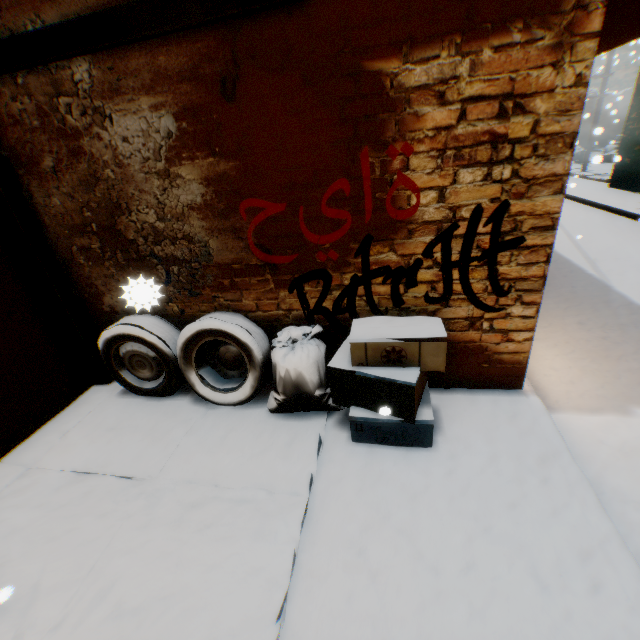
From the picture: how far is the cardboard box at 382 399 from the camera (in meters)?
2.44

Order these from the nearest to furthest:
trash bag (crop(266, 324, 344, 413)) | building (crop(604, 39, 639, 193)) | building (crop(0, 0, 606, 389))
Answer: building (crop(0, 0, 606, 389)) → trash bag (crop(266, 324, 344, 413)) → building (crop(604, 39, 639, 193))

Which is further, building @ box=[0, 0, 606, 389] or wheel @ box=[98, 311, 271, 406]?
wheel @ box=[98, 311, 271, 406]

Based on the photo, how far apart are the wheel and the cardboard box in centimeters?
43cm

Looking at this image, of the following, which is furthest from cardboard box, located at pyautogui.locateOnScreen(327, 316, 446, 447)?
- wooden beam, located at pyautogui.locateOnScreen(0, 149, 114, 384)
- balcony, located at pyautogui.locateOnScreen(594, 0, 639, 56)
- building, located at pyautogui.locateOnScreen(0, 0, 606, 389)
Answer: balcony, located at pyautogui.locateOnScreen(594, 0, 639, 56)

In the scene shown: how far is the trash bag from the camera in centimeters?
288cm

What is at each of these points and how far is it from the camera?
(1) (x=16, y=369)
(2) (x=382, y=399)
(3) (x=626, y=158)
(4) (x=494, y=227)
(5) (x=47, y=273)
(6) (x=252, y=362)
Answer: (1) building, 3.2 meters
(2) cardboard box, 2.6 meters
(3) building, 10.3 meters
(4) building, 2.5 meters
(5) wooden beam, 3.3 meters
(6) wheel, 3.1 meters

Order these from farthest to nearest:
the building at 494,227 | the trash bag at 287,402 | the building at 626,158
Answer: the building at 626,158 < the trash bag at 287,402 < the building at 494,227
